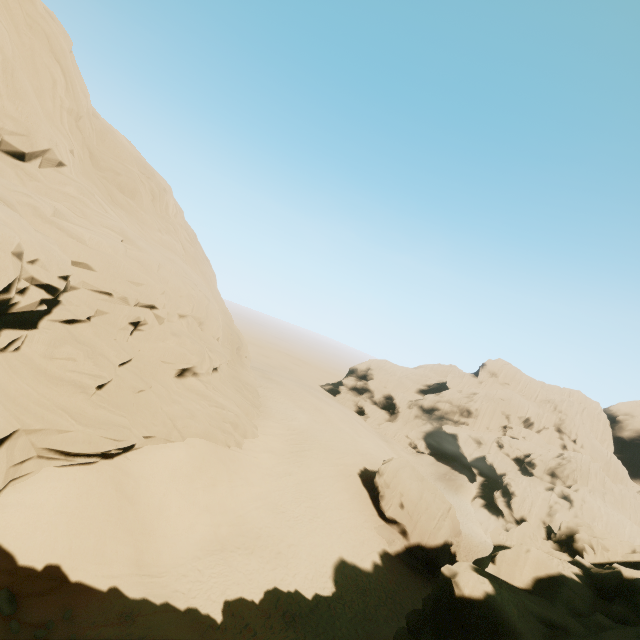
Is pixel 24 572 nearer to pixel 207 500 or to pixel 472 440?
pixel 207 500

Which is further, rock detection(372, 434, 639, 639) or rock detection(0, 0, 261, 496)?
rock detection(0, 0, 261, 496)

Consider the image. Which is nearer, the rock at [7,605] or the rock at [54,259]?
the rock at [7,605]

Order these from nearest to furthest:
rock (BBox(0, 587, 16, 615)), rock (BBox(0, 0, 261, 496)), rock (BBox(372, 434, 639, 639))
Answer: rock (BBox(372, 434, 639, 639)), rock (BBox(0, 587, 16, 615)), rock (BBox(0, 0, 261, 496))

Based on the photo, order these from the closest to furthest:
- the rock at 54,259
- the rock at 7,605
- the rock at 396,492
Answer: the rock at 396,492, the rock at 7,605, the rock at 54,259

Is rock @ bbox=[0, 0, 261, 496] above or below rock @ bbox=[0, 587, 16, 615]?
above
